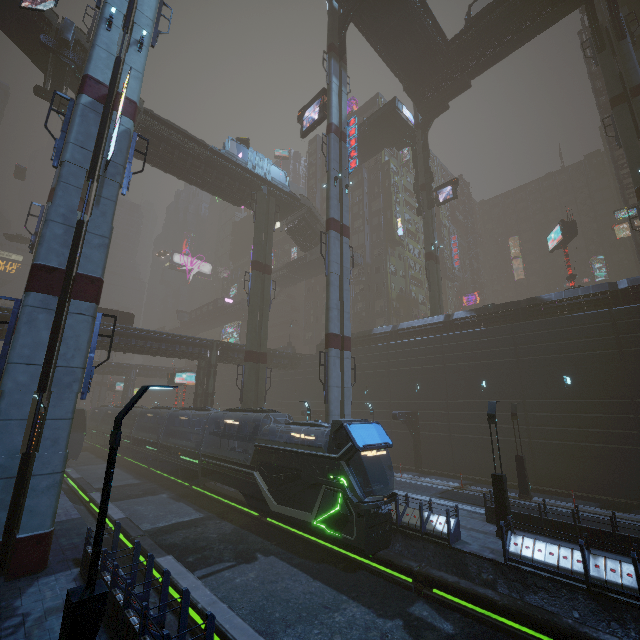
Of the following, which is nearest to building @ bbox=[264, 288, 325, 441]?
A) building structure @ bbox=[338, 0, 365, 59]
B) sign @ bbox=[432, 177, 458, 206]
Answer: sign @ bbox=[432, 177, 458, 206]

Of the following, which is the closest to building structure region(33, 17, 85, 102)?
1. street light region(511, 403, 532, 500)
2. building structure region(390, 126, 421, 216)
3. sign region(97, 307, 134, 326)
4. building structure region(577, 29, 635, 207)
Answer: sign region(97, 307, 134, 326)

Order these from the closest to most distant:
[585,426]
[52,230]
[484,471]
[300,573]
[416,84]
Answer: [52,230] → [300,573] → [585,426] → [484,471] → [416,84]

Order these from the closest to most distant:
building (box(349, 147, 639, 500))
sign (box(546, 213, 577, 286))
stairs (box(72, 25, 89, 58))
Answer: building (box(349, 147, 639, 500))
stairs (box(72, 25, 89, 58))
sign (box(546, 213, 577, 286))

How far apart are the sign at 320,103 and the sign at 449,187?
16.6m

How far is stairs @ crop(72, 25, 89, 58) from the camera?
25.30m

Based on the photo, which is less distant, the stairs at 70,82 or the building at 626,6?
the stairs at 70,82

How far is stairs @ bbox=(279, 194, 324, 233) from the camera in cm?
4094
